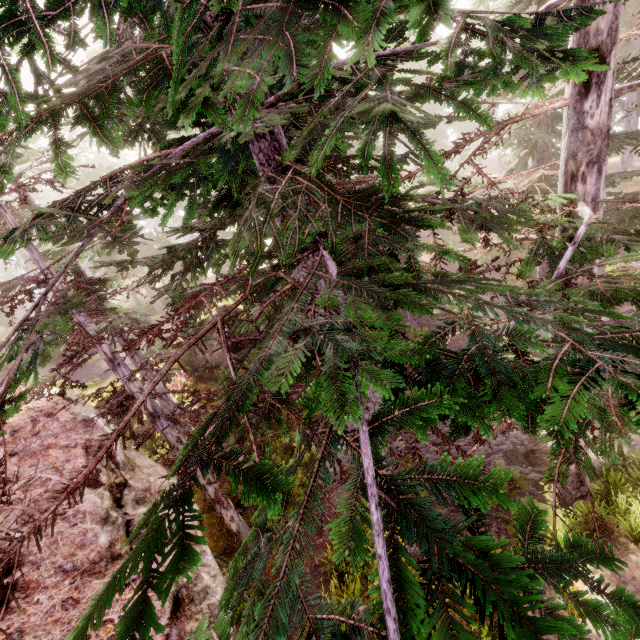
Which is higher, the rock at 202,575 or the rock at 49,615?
the rock at 49,615

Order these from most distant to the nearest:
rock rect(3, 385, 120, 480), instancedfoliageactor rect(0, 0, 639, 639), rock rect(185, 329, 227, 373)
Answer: rock rect(185, 329, 227, 373)
rock rect(3, 385, 120, 480)
instancedfoliageactor rect(0, 0, 639, 639)

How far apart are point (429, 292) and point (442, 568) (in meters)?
1.71

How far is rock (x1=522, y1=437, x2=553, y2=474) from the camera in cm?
1073

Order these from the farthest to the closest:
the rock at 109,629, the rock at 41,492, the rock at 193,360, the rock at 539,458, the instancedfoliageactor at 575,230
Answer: the rock at 193,360
the rock at 539,458
the rock at 41,492
the rock at 109,629
the instancedfoliageactor at 575,230

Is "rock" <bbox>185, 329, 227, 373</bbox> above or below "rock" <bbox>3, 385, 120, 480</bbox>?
below

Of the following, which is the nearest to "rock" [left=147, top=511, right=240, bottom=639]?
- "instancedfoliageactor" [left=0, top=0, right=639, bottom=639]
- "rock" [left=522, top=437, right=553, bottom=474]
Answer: "instancedfoliageactor" [left=0, top=0, right=639, bottom=639]
